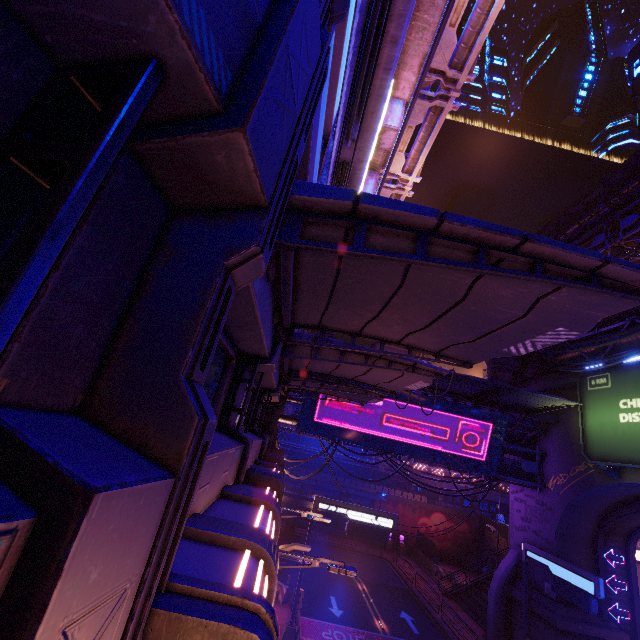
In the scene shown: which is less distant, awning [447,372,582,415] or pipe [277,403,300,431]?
awning [447,372,582,415]

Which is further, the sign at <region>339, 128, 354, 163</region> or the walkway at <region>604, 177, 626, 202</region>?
the walkway at <region>604, 177, 626, 202</region>

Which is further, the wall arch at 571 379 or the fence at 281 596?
the wall arch at 571 379

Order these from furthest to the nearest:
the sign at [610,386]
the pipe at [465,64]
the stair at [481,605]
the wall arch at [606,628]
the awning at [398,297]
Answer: the stair at [481,605], the wall arch at [606,628], the sign at [610,386], the pipe at [465,64], the awning at [398,297]

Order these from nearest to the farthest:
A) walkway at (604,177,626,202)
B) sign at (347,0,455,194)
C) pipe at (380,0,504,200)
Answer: sign at (347,0,455,194) → pipe at (380,0,504,200) → walkway at (604,177,626,202)

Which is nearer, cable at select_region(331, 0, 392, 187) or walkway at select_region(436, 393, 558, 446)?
cable at select_region(331, 0, 392, 187)

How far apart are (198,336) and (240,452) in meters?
4.6

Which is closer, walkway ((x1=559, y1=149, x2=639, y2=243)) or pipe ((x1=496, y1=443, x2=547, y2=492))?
pipe ((x1=496, y1=443, x2=547, y2=492))
